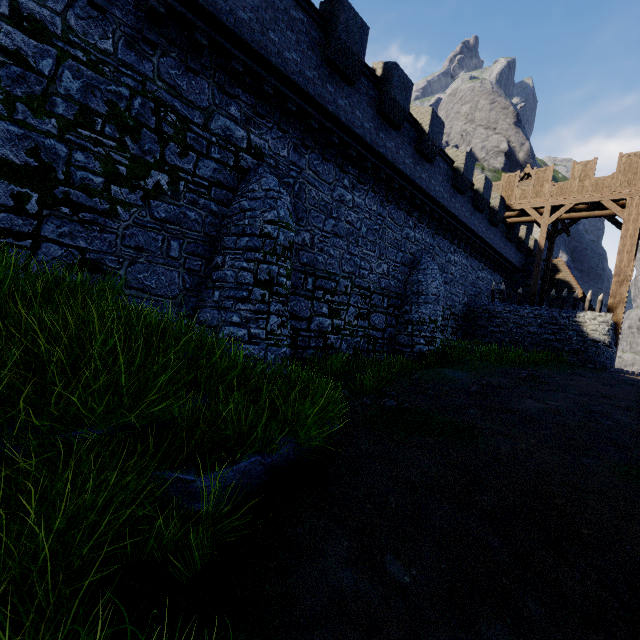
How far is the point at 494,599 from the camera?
3.7m

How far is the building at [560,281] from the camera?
27.3 meters

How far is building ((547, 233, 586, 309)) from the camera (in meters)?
27.33
